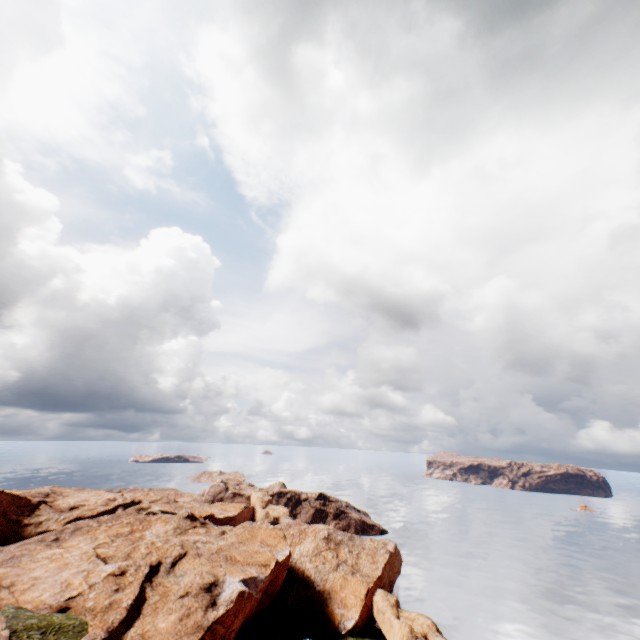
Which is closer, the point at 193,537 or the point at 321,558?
the point at 193,537
